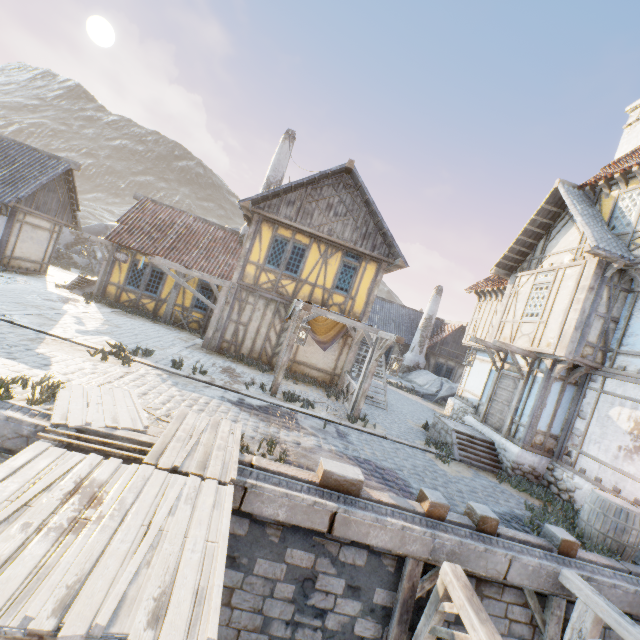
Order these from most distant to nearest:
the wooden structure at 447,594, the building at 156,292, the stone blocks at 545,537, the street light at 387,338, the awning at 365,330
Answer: the building at 156,292 < the awning at 365,330 < the street light at 387,338 < the stone blocks at 545,537 < the wooden structure at 447,594

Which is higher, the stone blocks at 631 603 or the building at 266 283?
the building at 266 283

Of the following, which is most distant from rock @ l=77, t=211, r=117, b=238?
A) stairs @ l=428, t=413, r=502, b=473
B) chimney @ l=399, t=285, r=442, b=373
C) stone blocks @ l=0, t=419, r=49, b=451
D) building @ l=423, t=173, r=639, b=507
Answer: stairs @ l=428, t=413, r=502, b=473

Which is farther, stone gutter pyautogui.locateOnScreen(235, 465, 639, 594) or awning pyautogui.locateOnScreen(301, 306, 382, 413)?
awning pyautogui.locateOnScreen(301, 306, 382, 413)

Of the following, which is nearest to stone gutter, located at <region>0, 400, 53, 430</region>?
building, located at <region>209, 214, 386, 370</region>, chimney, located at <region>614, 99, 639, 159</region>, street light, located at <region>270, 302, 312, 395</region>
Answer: street light, located at <region>270, 302, 312, 395</region>

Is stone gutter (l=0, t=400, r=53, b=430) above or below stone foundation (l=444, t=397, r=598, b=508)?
below

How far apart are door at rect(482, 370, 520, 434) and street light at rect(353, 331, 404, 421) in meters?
4.8

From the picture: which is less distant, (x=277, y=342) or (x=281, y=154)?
(x=277, y=342)
